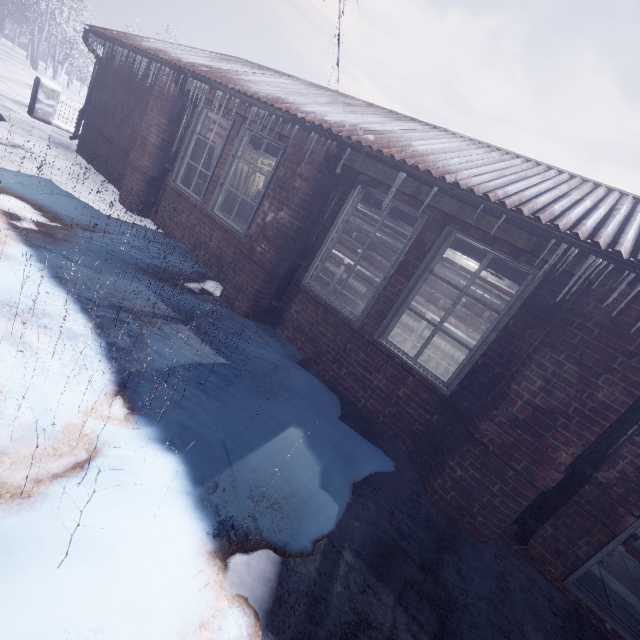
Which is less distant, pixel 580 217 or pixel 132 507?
pixel 132 507

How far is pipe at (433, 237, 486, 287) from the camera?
3.4m

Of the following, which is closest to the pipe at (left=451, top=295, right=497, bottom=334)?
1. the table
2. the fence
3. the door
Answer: the table

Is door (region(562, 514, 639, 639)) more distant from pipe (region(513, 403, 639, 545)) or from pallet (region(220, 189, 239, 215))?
pallet (region(220, 189, 239, 215))

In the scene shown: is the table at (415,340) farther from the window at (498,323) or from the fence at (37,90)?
the fence at (37,90)

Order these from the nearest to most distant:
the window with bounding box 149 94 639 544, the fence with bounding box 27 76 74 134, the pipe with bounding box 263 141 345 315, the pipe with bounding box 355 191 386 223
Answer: the window with bounding box 149 94 639 544 → the pipe with bounding box 263 141 345 315 → the pipe with bounding box 355 191 386 223 → the fence with bounding box 27 76 74 134

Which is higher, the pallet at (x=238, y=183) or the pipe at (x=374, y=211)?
the pipe at (x=374, y=211)

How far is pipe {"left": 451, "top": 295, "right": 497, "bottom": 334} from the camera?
5.5m
